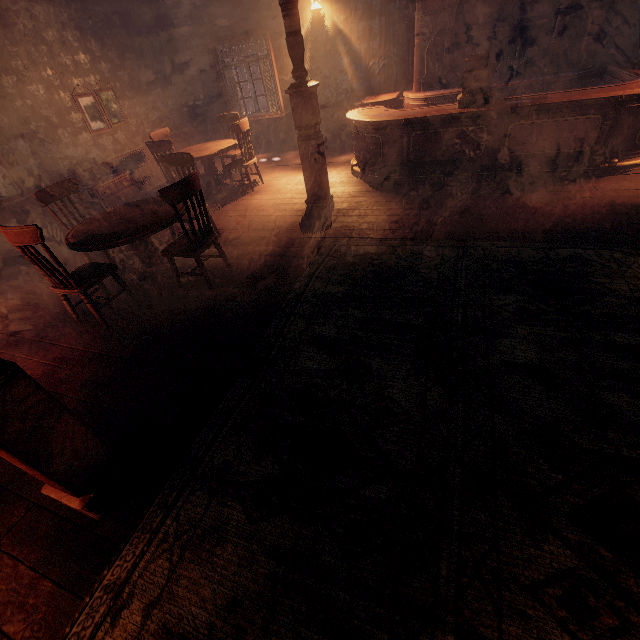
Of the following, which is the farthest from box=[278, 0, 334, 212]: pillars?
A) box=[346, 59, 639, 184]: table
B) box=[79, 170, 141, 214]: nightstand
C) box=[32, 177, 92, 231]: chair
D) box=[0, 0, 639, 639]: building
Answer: box=[79, 170, 141, 214]: nightstand

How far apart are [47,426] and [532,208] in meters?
5.3

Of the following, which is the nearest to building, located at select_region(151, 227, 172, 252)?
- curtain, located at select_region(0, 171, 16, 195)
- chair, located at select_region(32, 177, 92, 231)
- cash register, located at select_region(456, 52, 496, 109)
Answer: curtain, located at select_region(0, 171, 16, 195)

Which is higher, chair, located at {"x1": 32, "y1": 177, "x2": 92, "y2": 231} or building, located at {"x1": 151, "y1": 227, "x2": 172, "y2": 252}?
chair, located at {"x1": 32, "y1": 177, "x2": 92, "y2": 231}

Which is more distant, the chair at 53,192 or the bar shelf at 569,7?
the bar shelf at 569,7

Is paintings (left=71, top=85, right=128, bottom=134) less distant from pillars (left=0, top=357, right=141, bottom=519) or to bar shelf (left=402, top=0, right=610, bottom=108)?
bar shelf (left=402, top=0, right=610, bottom=108)

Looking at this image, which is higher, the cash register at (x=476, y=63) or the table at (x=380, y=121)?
the cash register at (x=476, y=63)

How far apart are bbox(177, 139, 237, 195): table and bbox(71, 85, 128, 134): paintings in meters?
2.1
